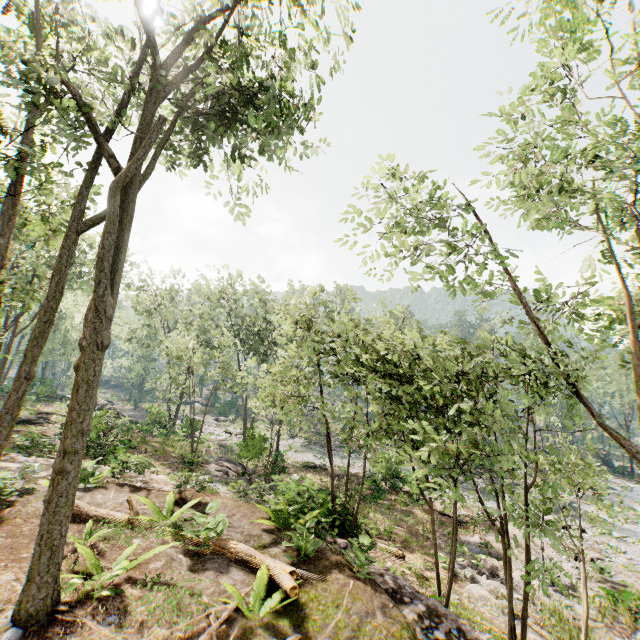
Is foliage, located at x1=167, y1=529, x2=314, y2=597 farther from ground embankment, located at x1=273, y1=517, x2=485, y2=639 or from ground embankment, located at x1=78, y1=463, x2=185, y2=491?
ground embankment, located at x1=78, y1=463, x2=185, y2=491

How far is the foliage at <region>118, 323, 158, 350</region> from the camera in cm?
3525

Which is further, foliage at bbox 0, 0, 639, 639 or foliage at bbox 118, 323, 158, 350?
foliage at bbox 118, 323, 158, 350

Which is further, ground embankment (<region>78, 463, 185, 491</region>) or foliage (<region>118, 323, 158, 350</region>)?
foliage (<region>118, 323, 158, 350</region>)

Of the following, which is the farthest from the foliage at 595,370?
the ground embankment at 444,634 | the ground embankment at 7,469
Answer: the ground embankment at 7,469

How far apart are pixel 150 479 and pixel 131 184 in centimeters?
1090cm

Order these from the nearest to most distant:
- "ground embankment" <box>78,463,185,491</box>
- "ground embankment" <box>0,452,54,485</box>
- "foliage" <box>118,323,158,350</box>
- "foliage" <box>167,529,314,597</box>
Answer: "foliage" <box>167,529,314,597</box> < "ground embankment" <box>0,452,54,485</box> < "ground embankment" <box>78,463,185,491</box> < "foliage" <box>118,323,158,350</box>

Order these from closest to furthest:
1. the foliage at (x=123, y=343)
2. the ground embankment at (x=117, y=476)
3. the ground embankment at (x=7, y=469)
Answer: the ground embankment at (x=7, y=469) < the ground embankment at (x=117, y=476) < the foliage at (x=123, y=343)
